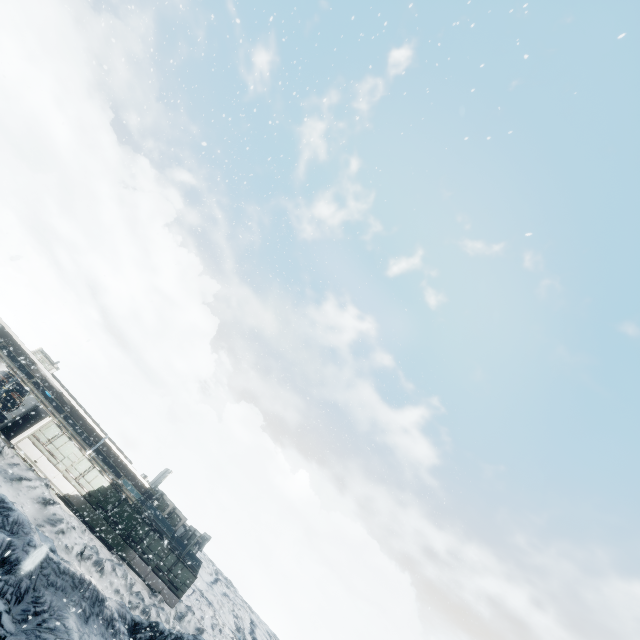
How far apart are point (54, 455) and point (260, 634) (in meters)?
43.07
